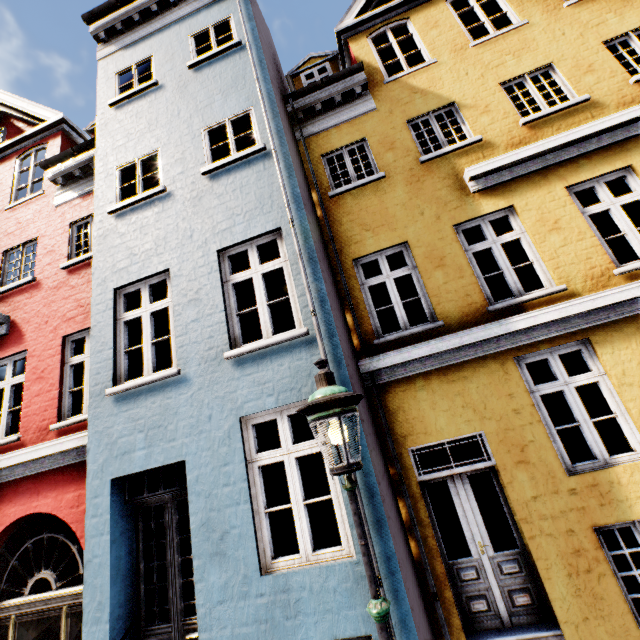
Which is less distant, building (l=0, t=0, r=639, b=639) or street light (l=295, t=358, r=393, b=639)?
street light (l=295, t=358, r=393, b=639)

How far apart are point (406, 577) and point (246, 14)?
10.2m

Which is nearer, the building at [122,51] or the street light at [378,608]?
the street light at [378,608]
